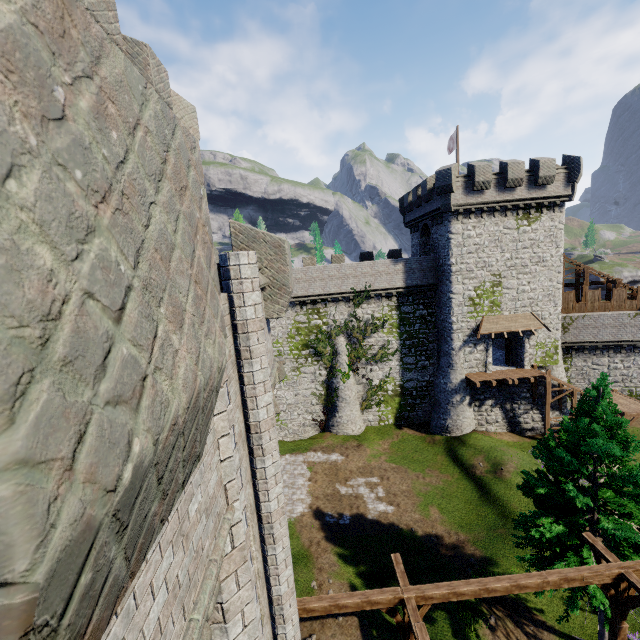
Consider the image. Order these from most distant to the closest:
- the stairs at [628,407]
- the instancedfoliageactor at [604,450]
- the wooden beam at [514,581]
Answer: the stairs at [628,407] < the instancedfoliageactor at [604,450] < the wooden beam at [514,581]

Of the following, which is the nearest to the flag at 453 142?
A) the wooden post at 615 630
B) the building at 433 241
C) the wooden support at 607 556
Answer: the building at 433 241

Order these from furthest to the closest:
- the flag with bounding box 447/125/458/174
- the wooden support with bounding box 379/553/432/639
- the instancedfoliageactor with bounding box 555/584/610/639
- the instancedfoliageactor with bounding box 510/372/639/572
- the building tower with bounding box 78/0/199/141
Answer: the flag with bounding box 447/125/458/174, the instancedfoliageactor with bounding box 510/372/639/572, the instancedfoliageactor with bounding box 555/584/610/639, the wooden support with bounding box 379/553/432/639, the building tower with bounding box 78/0/199/141

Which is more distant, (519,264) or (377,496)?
(519,264)

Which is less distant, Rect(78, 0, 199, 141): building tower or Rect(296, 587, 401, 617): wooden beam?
Rect(78, 0, 199, 141): building tower

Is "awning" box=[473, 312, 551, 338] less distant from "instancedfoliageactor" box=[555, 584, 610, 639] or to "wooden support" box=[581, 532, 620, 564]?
"instancedfoliageactor" box=[555, 584, 610, 639]

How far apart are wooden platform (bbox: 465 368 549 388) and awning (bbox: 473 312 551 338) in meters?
3.1

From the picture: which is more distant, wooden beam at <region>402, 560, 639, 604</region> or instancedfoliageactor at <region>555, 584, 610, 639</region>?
instancedfoliageactor at <region>555, 584, 610, 639</region>
